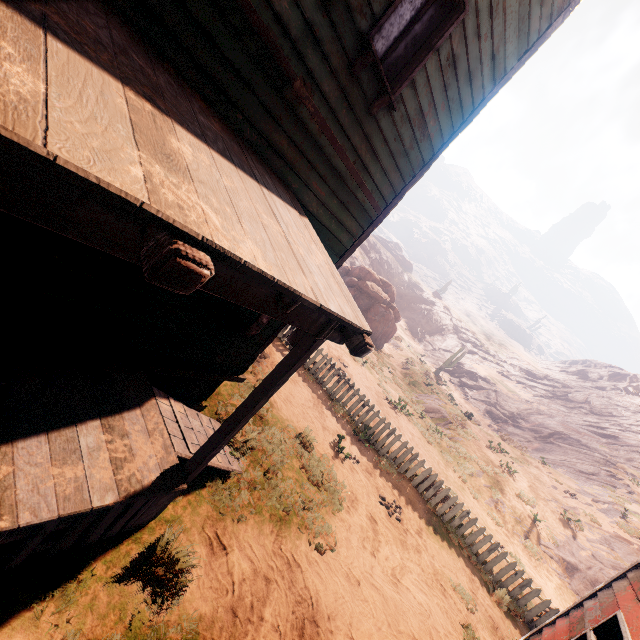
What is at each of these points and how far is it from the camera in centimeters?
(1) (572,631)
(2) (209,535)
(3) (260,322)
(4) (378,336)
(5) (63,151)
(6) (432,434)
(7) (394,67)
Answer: (1) building, 355cm
(2) z, 438cm
(3) stove, 497cm
(4) instancedfoliageactor, 2903cm
(5) building, 93cm
(6) z, 1673cm
(7) curtain, 402cm

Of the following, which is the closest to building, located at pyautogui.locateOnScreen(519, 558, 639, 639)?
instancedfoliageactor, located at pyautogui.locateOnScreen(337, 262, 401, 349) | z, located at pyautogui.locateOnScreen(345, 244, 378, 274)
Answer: instancedfoliageactor, located at pyautogui.locateOnScreen(337, 262, 401, 349)

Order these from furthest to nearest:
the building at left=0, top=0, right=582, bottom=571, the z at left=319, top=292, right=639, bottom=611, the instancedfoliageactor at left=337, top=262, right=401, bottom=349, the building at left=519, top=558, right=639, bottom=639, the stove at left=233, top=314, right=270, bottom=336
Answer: the instancedfoliageactor at left=337, top=262, right=401, bottom=349 < the z at left=319, top=292, right=639, bottom=611 < the stove at left=233, top=314, right=270, bottom=336 < the building at left=519, top=558, right=639, bottom=639 < the building at left=0, top=0, right=582, bottom=571

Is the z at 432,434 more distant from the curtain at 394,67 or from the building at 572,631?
the curtain at 394,67

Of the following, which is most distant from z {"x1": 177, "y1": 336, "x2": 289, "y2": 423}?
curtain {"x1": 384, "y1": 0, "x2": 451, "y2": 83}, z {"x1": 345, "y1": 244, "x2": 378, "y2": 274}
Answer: z {"x1": 345, "y1": 244, "x2": 378, "y2": 274}

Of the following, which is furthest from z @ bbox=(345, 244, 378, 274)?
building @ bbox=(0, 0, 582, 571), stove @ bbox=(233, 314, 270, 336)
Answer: stove @ bbox=(233, 314, 270, 336)

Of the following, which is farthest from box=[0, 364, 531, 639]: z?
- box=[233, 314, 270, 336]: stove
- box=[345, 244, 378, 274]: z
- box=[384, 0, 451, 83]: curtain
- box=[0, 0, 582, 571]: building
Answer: box=[345, 244, 378, 274]: z

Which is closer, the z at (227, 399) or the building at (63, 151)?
the building at (63, 151)
